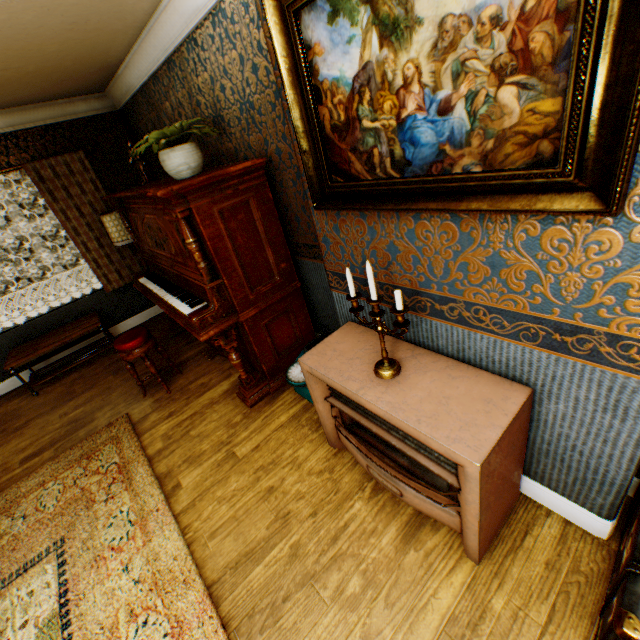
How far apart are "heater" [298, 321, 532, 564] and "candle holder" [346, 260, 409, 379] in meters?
0.0 m

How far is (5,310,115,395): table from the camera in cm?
421

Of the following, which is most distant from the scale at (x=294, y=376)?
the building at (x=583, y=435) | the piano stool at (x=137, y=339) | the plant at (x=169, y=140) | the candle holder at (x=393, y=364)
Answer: the plant at (x=169, y=140)

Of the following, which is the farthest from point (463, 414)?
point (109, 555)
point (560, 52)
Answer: point (109, 555)

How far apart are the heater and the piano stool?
2.12m

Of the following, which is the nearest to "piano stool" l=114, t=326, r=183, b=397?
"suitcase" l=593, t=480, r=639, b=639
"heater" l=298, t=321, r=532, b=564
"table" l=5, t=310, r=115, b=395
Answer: "table" l=5, t=310, r=115, b=395

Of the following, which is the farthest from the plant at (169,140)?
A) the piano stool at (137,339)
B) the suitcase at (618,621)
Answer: the suitcase at (618,621)

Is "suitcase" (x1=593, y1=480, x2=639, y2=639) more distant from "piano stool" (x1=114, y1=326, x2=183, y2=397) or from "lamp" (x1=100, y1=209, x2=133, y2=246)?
"lamp" (x1=100, y1=209, x2=133, y2=246)
